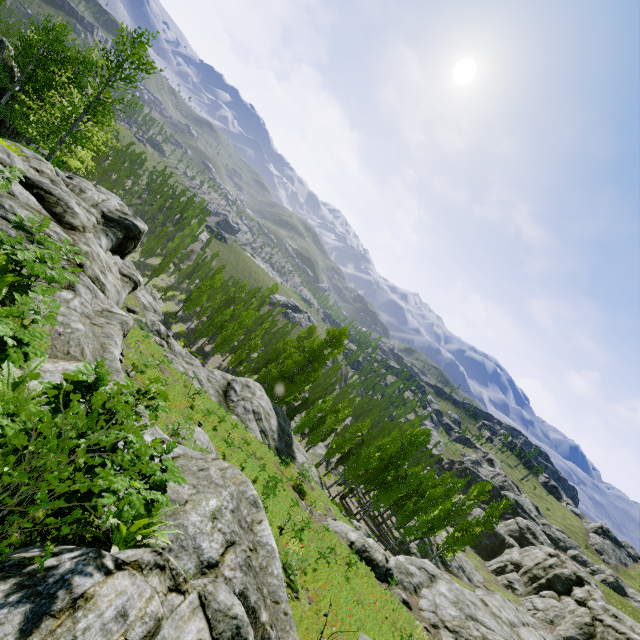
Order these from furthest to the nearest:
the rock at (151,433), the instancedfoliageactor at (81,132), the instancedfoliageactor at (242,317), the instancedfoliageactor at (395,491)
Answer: the instancedfoliageactor at (242,317)
the instancedfoliageactor at (395,491)
the instancedfoliageactor at (81,132)
the rock at (151,433)

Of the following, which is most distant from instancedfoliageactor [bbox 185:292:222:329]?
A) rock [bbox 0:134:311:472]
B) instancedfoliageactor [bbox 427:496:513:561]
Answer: instancedfoliageactor [bbox 427:496:513:561]

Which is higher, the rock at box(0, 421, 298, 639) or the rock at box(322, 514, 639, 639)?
the rock at box(0, 421, 298, 639)

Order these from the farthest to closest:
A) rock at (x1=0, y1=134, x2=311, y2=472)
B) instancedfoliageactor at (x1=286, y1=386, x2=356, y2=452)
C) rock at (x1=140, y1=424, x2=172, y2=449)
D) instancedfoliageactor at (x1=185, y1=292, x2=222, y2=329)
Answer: instancedfoliageactor at (x1=185, y1=292, x2=222, y2=329) < instancedfoliageactor at (x1=286, y1=386, x2=356, y2=452) < rock at (x1=0, y1=134, x2=311, y2=472) < rock at (x1=140, y1=424, x2=172, y2=449)

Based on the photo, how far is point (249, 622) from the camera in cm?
429

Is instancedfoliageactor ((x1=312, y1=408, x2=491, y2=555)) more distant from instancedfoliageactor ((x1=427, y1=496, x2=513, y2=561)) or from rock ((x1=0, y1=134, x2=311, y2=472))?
instancedfoliageactor ((x1=427, y1=496, x2=513, y2=561))

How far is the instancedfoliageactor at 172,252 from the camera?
48.3 meters
